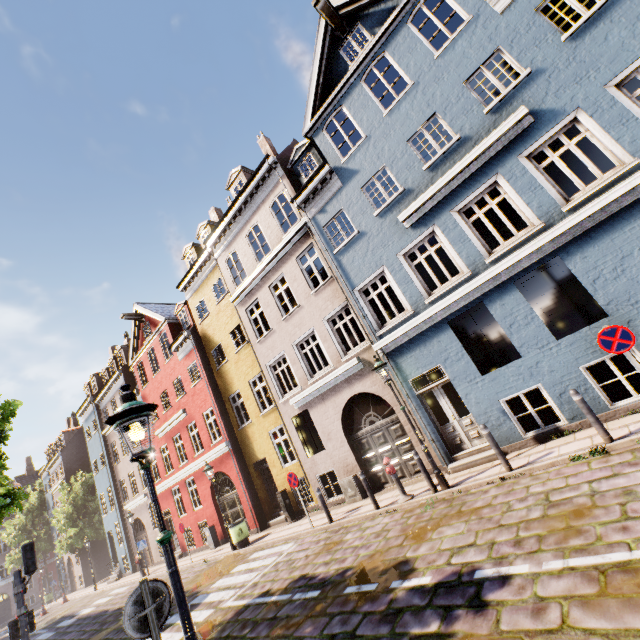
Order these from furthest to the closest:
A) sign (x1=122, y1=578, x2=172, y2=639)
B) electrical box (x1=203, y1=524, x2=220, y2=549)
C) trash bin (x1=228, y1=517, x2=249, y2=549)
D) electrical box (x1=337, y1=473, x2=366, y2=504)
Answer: electrical box (x1=203, y1=524, x2=220, y2=549), trash bin (x1=228, y1=517, x2=249, y2=549), electrical box (x1=337, y1=473, x2=366, y2=504), sign (x1=122, y1=578, x2=172, y2=639)

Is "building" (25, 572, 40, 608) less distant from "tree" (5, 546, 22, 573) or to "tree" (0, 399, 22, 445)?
"tree" (5, 546, 22, 573)

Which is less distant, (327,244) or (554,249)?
(554,249)

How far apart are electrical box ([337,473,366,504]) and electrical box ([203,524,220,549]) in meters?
9.4

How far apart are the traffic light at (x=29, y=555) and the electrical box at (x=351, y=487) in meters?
9.0

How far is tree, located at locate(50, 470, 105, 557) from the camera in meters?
29.8 m

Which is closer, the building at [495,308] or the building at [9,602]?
the building at [495,308]

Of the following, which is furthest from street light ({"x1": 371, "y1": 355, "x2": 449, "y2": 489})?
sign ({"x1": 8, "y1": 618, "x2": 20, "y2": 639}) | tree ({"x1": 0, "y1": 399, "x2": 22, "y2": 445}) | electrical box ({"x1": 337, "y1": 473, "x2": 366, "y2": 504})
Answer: sign ({"x1": 8, "y1": 618, "x2": 20, "y2": 639})
